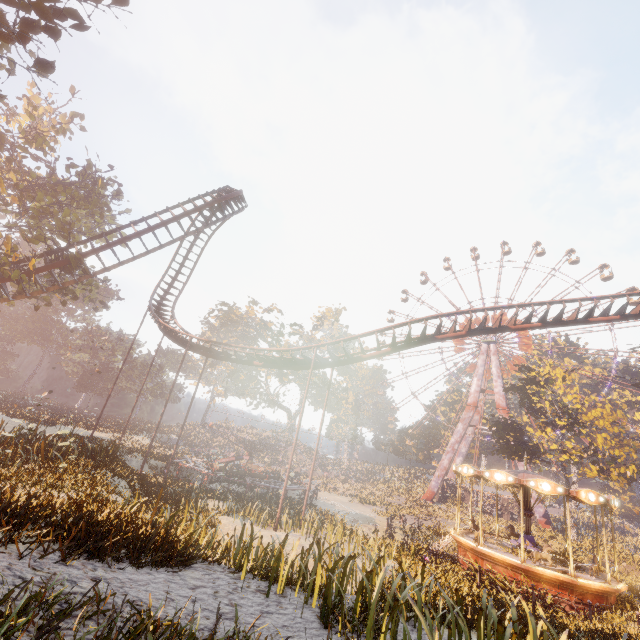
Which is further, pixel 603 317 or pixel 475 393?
pixel 475 393

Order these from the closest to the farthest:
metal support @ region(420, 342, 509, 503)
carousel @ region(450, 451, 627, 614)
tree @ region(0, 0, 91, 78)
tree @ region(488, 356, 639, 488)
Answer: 1. tree @ region(0, 0, 91, 78)
2. carousel @ region(450, 451, 627, 614)
3. tree @ region(488, 356, 639, 488)
4. metal support @ region(420, 342, 509, 503)

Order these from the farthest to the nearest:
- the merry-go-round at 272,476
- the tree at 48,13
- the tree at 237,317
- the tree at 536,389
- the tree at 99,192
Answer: the tree at 237,317 < the tree at 536,389 < the merry-go-round at 272,476 < the tree at 99,192 < the tree at 48,13

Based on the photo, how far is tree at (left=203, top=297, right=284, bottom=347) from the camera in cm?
5412

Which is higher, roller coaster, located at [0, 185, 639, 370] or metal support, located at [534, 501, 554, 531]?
roller coaster, located at [0, 185, 639, 370]

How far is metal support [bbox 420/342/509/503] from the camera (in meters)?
49.12

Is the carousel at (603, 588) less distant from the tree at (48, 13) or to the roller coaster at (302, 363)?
the roller coaster at (302, 363)
